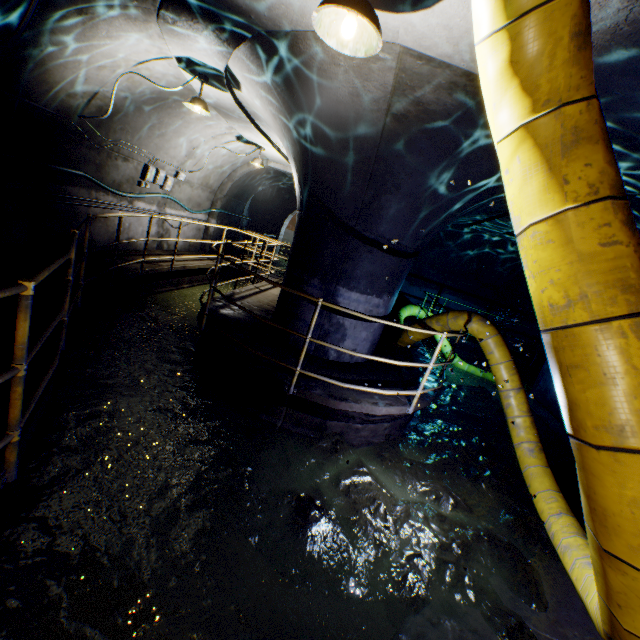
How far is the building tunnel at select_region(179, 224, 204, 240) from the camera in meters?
10.7 m

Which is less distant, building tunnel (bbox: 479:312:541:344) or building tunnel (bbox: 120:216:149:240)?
building tunnel (bbox: 479:312:541:344)

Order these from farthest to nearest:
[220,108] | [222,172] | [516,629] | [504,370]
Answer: [222,172], [220,108], [504,370], [516,629]

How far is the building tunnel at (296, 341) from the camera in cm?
562

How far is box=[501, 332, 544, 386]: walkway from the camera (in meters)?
11.70

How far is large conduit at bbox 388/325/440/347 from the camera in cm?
688

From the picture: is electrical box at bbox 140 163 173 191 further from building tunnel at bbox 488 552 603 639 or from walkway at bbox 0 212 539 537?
walkway at bbox 0 212 539 537

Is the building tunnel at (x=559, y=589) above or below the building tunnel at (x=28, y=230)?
below
